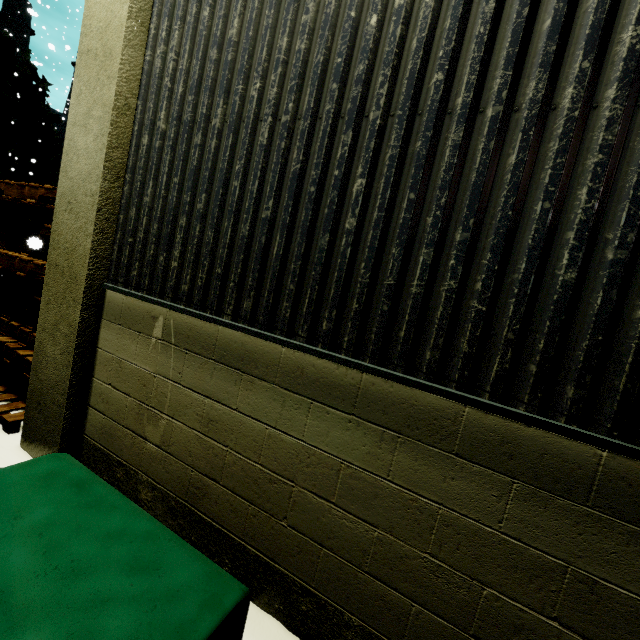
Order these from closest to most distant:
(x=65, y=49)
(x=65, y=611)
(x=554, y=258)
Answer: (x=65, y=611)
(x=554, y=258)
(x=65, y=49)

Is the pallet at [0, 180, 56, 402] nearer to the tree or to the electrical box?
the electrical box

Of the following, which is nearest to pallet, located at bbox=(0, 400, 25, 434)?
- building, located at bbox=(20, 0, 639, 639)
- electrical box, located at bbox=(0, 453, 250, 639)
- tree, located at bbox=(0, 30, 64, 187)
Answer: building, located at bbox=(20, 0, 639, 639)

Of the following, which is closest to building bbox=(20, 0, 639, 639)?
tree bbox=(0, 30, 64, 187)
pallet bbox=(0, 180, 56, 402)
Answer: pallet bbox=(0, 180, 56, 402)

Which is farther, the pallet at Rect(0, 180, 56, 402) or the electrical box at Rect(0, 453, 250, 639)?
the pallet at Rect(0, 180, 56, 402)

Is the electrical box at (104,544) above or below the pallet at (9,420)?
above

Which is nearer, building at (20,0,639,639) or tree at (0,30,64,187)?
building at (20,0,639,639)

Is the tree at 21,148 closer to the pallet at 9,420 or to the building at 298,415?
the building at 298,415
